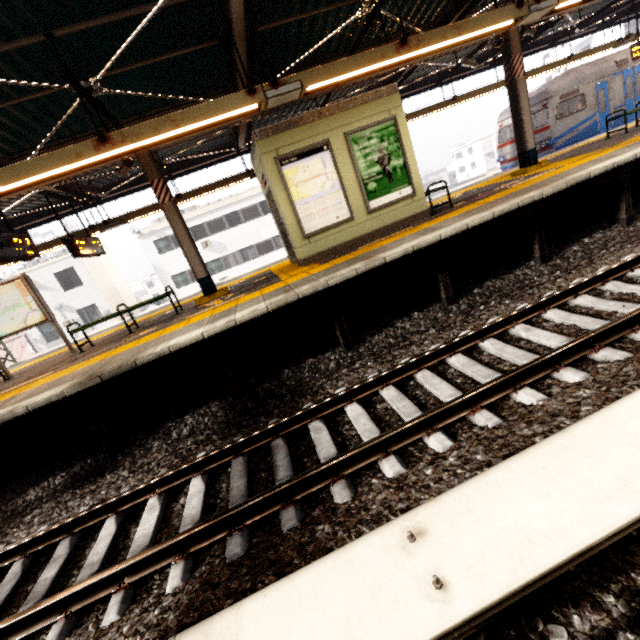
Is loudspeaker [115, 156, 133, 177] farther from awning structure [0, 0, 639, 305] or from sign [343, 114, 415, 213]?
sign [343, 114, 415, 213]

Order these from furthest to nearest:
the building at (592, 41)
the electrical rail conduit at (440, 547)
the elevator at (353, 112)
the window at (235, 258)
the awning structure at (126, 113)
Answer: the building at (592, 41) < the window at (235, 258) < the elevator at (353, 112) < the awning structure at (126, 113) < the electrical rail conduit at (440, 547)

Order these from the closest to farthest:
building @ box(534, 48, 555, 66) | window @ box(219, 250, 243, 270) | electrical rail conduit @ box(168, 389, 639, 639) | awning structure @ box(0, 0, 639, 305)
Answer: electrical rail conduit @ box(168, 389, 639, 639) < awning structure @ box(0, 0, 639, 305) < window @ box(219, 250, 243, 270) < building @ box(534, 48, 555, 66)

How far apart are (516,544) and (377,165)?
7.5 meters

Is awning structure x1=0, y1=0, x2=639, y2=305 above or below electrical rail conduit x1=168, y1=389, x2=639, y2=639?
above

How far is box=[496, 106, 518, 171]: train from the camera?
15.3 meters

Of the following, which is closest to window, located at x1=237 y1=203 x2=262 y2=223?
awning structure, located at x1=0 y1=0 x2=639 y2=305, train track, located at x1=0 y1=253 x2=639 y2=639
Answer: awning structure, located at x1=0 y1=0 x2=639 y2=305

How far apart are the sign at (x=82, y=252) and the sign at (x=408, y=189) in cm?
701
